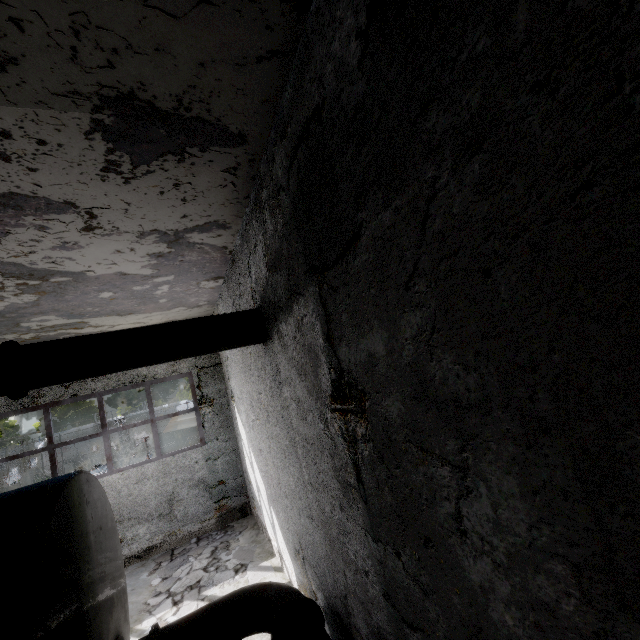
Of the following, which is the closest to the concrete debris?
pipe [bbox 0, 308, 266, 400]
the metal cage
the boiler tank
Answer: the boiler tank

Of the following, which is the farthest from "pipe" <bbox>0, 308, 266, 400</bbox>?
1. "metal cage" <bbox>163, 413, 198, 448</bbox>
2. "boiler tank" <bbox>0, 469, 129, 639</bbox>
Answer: "metal cage" <bbox>163, 413, 198, 448</bbox>

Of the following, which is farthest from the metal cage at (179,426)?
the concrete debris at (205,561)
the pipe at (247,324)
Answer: the pipe at (247,324)

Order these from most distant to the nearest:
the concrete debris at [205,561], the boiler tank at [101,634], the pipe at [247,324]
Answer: the concrete debris at [205,561]
the pipe at [247,324]
the boiler tank at [101,634]

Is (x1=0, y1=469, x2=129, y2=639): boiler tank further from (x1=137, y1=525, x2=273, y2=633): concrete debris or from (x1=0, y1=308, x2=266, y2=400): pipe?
(x1=0, y1=308, x2=266, y2=400): pipe

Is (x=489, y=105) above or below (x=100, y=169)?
below

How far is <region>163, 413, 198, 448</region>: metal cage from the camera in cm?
1270

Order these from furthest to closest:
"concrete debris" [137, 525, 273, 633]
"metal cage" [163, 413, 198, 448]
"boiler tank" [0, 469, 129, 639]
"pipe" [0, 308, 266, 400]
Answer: "metal cage" [163, 413, 198, 448]
"concrete debris" [137, 525, 273, 633]
"pipe" [0, 308, 266, 400]
"boiler tank" [0, 469, 129, 639]
